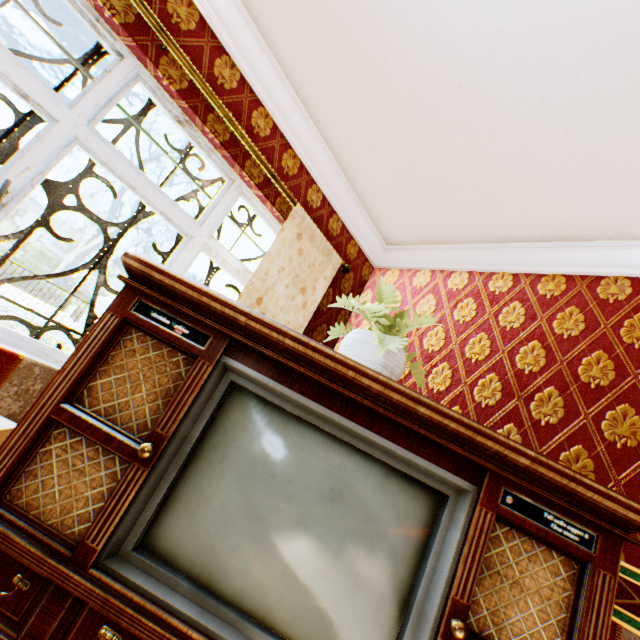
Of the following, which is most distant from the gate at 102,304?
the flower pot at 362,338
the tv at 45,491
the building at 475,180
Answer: the flower pot at 362,338

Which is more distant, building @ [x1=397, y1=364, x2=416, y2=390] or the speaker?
building @ [x1=397, y1=364, x2=416, y2=390]

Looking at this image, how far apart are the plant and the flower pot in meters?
0.0

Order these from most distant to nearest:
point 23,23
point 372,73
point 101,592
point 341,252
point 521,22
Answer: point 23,23, point 341,252, point 372,73, point 521,22, point 101,592

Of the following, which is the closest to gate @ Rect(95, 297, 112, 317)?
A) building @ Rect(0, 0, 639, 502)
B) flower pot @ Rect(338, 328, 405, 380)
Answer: building @ Rect(0, 0, 639, 502)

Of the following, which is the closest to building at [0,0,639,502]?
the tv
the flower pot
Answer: the tv

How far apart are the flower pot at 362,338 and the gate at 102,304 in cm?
1516

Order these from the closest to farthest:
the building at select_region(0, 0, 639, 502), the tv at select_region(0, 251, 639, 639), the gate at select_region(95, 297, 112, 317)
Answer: the tv at select_region(0, 251, 639, 639) → the building at select_region(0, 0, 639, 502) → the gate at select_region(95, 297, 112, 317)
